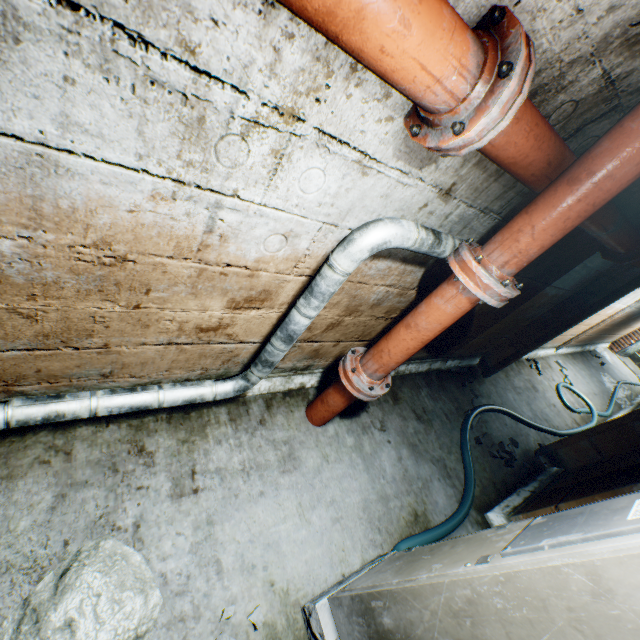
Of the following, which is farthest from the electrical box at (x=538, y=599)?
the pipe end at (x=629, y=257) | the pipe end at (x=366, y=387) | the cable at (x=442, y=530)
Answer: the pipe end at (x=629, y=257)

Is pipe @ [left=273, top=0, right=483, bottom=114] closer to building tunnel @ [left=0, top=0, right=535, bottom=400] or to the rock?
building tunnel @ [left=0, top=0, right=535, bottom=400]

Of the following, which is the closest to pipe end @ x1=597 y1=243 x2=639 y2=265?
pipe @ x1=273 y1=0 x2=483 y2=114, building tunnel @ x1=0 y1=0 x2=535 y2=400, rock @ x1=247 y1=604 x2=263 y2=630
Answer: building tunnel @ x1=0 y1=0 x2=535 y2=400

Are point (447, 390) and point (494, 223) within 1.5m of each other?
no

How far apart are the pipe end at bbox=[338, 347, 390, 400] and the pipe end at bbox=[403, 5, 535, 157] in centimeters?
142cm

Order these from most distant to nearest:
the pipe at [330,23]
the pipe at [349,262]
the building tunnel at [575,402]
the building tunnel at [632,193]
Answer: the building tunnel at [575,402]
the building tunnel at [632,193]
the pipe at [349,262]
the pipe at [330,23]

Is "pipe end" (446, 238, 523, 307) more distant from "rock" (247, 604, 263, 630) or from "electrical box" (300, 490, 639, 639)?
"rock" (247, 604, 263, 630)

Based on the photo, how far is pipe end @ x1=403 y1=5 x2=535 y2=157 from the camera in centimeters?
89cm
